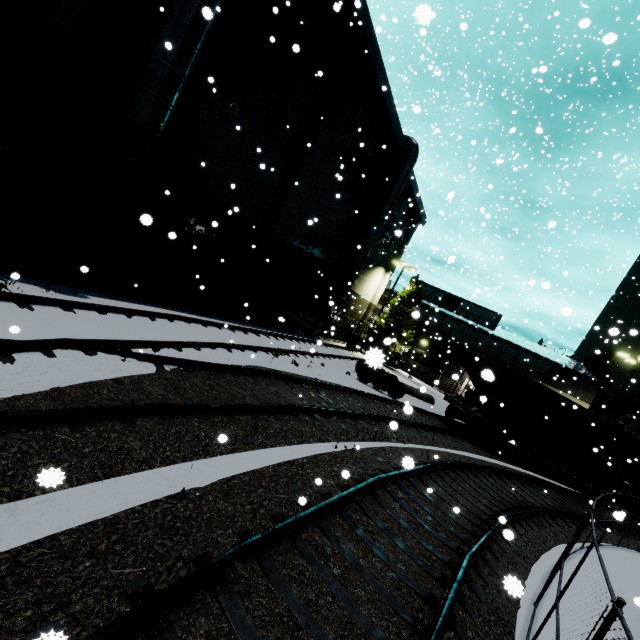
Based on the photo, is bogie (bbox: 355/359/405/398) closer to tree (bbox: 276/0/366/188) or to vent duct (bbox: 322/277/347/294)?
tree (bbox: 276/0/366/188)

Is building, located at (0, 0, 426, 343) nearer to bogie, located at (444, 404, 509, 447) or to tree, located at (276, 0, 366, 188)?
tree, located at (276, 0, 366, 188)

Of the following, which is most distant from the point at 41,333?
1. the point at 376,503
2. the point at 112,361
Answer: the point at 376,503

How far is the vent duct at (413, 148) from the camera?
23.08m

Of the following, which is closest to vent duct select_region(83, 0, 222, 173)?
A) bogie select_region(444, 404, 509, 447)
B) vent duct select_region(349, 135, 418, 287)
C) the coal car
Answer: the coal car

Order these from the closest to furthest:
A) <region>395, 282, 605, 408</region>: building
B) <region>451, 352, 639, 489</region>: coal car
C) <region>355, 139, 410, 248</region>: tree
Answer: <region>451, 352, 639, 489</region>: coal car < <region>355, 139, 410, 248</region>: tree < <region>395, 282, 605, 408</region>: building

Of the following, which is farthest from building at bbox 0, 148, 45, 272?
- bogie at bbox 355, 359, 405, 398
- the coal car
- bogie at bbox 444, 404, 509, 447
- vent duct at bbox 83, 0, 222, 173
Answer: bogie at bbox 444, 404, 509, 447

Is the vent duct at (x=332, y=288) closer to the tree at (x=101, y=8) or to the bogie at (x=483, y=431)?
the tree at (x=101, y=8)
